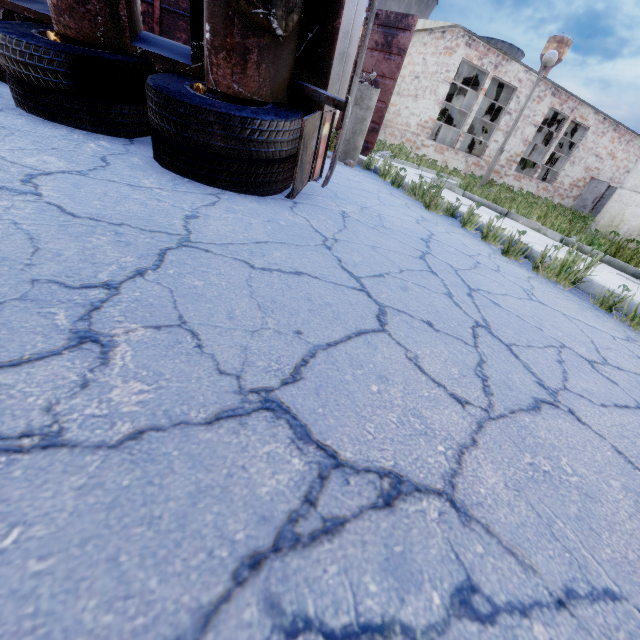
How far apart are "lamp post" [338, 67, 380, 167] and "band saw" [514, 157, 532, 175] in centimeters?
1694cm

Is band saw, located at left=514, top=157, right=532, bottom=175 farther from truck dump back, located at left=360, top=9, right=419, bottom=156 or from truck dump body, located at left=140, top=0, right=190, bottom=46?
truck dump body, located at left=140, top=0, right=190, bottom=46

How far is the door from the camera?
19.56m

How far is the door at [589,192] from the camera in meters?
19.6 m

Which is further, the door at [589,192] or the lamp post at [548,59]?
the door at [589,192]

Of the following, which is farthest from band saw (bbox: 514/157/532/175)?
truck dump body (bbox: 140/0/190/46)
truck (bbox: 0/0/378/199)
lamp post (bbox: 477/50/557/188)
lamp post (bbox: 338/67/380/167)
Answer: truck (bbox: 0/0/378/199)

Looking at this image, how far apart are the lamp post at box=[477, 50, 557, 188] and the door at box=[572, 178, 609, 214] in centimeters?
1648cm

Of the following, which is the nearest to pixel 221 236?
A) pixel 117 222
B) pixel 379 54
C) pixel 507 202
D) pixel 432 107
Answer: pixel 117 222
